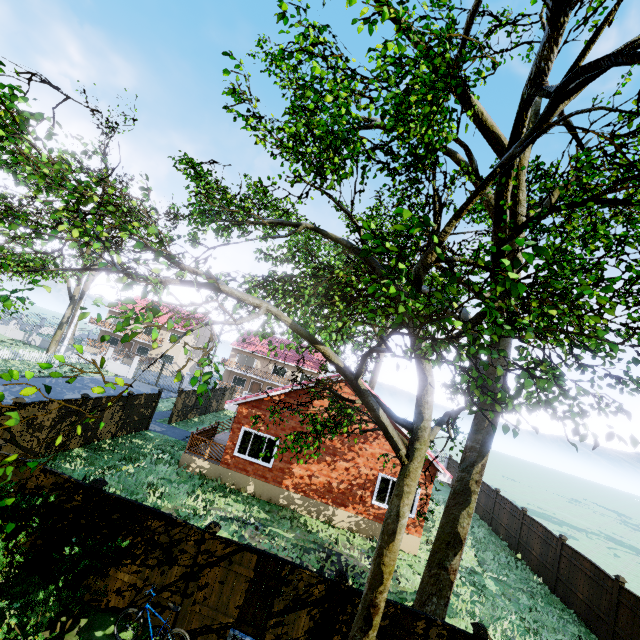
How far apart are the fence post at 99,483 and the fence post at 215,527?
2.7 meters

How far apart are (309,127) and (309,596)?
9.8m

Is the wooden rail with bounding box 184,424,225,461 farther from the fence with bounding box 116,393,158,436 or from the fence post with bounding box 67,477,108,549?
the fence post with bounding box 67,477,108,549

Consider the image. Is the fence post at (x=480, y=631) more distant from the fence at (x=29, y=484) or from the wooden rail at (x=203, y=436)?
the wooden rail at (x=203, y=436)

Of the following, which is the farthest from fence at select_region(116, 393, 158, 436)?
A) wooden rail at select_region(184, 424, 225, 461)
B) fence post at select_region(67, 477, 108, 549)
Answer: wooden rail at select_region(184, 424, 225, 461)

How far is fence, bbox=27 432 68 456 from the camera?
12.8 meters

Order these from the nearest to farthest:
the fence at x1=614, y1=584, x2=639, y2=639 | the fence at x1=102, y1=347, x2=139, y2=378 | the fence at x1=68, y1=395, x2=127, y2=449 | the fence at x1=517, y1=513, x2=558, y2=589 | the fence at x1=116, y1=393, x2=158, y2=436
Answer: the fence at x1=614, y1=584, x2=639, y2=639 < the fence at x1=68, y1=395, x2=127, y2=449 < the fence at x1=517, y1=513, x2=558, y2=589 < the fence at x1=116, y1=393, x2=158, y2=436 < the fence at x1=102, y1=347, x2=139, y2=378
